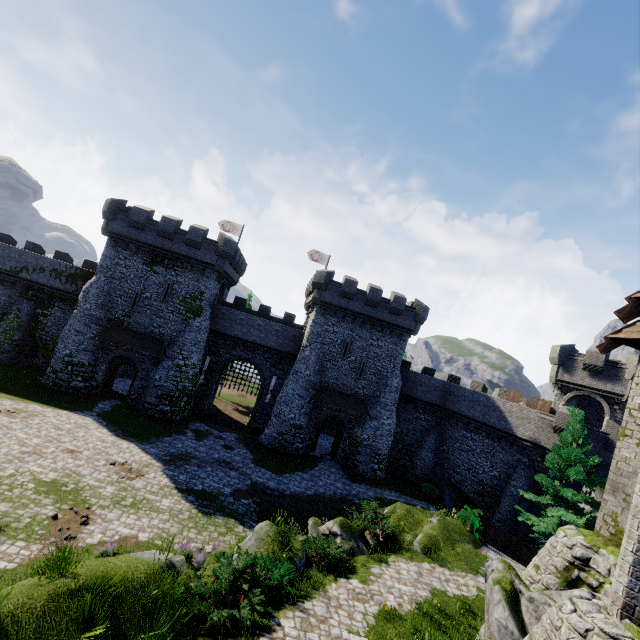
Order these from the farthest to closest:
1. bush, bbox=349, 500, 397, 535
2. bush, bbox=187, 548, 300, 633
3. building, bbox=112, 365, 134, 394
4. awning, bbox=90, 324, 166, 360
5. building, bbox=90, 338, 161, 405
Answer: building, bbox=112, 365, 134, 394
building, bbox=90, 338, 161, 405
awning, bbox=90, 324, 166, 360
bush, bbox=349, 500, 397, 535
bush, bbox=187, 548, 300, 633

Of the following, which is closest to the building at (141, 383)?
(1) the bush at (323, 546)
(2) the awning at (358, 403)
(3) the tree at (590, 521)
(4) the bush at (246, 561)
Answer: (2) the awning at (358, 403)

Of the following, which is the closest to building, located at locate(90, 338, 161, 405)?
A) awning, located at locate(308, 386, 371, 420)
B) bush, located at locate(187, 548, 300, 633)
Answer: awning, located at locate(308, 386, 371, 420)

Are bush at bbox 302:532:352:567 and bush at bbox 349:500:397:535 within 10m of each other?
yes

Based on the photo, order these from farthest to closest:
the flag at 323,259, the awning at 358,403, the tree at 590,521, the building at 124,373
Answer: the flag at 323,259 → the building at 124,373 → the awning at 358,403 → the tree at 590,521

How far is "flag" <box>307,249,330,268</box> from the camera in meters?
39.6

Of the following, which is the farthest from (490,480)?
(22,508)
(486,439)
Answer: (22,508)

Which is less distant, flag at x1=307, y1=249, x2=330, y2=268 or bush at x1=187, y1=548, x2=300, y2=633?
bush at x1=187, y1=548, x2=300, y2=633
